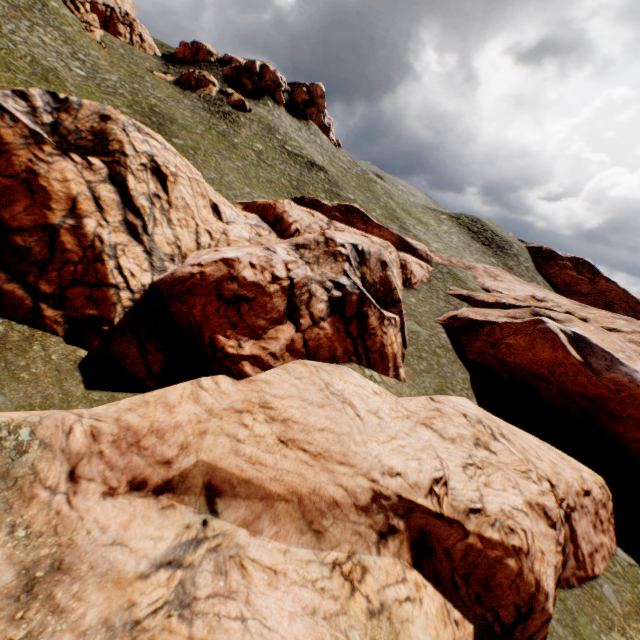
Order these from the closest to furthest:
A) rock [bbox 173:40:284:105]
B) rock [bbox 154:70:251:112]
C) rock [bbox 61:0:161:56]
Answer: rock [bbox 61:0:161:56]
rock [bbox 154:70:251:112]
rock [bbox 173:40:284:105]

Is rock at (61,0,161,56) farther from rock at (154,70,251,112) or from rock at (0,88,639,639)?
rock at (0,88,639,639)

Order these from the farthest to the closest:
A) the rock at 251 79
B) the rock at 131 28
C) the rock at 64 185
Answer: the rock at 251 79, the rock at 131 28, the rock at 64 185

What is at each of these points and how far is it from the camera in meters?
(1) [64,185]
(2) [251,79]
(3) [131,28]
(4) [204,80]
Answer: Answer:
(1) rock, 13.6 m
(2) rock, 55.2 m
(3) rock, 51.8 m
(4) rock, 50.1 m

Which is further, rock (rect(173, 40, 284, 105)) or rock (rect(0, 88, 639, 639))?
rock (rect(173, 40, 284, 105))

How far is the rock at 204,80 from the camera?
48.8m
